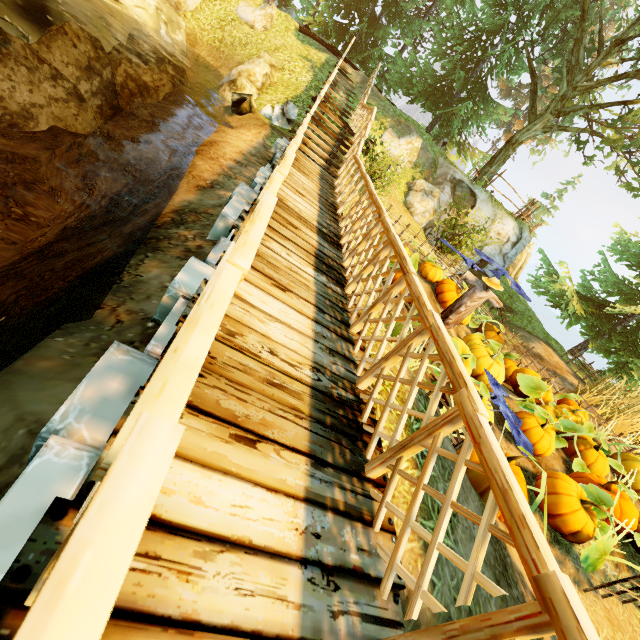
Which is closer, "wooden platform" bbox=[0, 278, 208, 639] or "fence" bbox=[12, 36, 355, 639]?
"fence" bbox=[12, 36, 355, 639]

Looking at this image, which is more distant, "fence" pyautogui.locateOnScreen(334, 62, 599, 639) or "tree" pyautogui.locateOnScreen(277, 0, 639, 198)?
"tree" pyautogui.locateOnScreen(277, 0, 639, 198)

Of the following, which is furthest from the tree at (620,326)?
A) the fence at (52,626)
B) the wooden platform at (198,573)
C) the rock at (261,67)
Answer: the rock at (261,67)

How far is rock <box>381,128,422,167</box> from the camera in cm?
1382

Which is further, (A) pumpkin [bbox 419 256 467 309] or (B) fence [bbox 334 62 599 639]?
(A) pumpkin [bbox 419 256 467 309]

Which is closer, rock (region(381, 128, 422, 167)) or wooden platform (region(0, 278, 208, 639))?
wooden platform (region(0, 278, 208, 639))

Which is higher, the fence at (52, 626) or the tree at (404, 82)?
the tree at (404, 82)

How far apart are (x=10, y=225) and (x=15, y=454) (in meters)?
6.72
